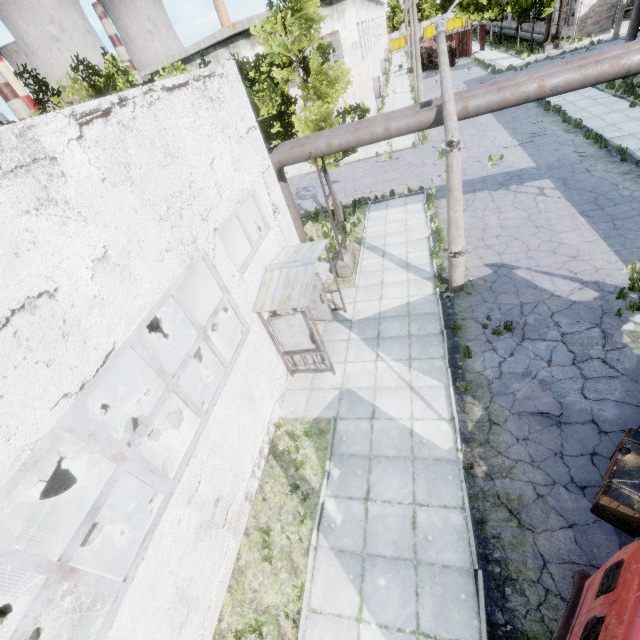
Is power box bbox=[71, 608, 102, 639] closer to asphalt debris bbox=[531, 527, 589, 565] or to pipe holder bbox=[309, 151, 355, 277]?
asphalt debris bbox=[531, 527, 589, 565]

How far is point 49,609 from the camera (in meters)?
7.22

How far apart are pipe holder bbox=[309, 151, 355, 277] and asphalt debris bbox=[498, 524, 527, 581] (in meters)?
9.59

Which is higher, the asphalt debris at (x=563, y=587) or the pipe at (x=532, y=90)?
the pipe at (x=532, y=90)

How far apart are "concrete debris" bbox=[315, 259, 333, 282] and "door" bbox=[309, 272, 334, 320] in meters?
1.9 m

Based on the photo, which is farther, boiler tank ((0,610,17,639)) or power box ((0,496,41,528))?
power box ((0,496,41,528))

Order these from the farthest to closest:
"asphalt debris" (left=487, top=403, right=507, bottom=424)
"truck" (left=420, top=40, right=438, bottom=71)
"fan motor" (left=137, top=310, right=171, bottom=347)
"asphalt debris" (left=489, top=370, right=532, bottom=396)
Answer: "truck" (left=420, top=40, right=438, bottom=71) < "fan motor" (left=137, top=310, right=171, bottom=347) < "asphalt debris" (left=489, top=370, right=532, bottom=396) < "asphalt debris" (left=487, top=403, right=507, bottom=424)

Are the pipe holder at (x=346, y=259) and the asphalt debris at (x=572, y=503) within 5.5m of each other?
no
